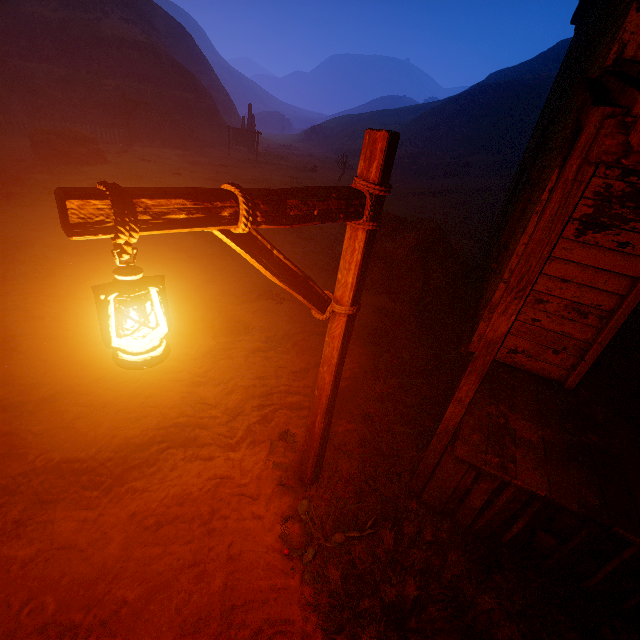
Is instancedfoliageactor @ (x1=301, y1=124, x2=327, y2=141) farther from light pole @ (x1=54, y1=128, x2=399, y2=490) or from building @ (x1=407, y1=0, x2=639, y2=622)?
light pole @ (x1=54, y1=128, x2=399, y2=490)

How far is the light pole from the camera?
1.1 meters

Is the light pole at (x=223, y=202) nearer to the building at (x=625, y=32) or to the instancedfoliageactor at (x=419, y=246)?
the building at (x=625, y=32)

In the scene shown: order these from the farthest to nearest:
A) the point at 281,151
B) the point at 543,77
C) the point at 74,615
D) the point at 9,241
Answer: the point at 281,151, the point at 543,77, the point at 9,241, the point at 74,615

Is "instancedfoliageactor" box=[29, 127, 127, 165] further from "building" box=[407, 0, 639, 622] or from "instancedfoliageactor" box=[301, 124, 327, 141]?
"instancedfoliageactor" box=[301, 124, 327, 141]

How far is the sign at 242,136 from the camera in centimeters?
2521cm

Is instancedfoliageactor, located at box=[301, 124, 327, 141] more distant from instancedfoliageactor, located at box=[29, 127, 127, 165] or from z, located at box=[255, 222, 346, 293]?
instancedfoliageactor, located at box=[29, 127, 127, 165]

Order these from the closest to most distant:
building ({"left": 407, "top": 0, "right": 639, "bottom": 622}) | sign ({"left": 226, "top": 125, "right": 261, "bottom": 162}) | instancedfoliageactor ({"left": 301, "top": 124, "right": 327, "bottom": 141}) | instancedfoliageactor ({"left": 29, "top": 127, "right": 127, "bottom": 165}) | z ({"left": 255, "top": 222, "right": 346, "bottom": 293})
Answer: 1. building ({"left": 407, "top": 0, "right": 639, "bottom": 622})
2. z ({"left": 255, "top": 222, "right": 346, "bottom": 293})
3. instancedfoliageactor ({"left": 29, "top": 127, "right": 127, "bottom": 165})
4. sign ({"left": 226, "top": 125, "right": 261, "bottom": 162})
5. instancedfoliageactor ({"left": 301, "top": 124, "right": 327, "bottom": 141})
